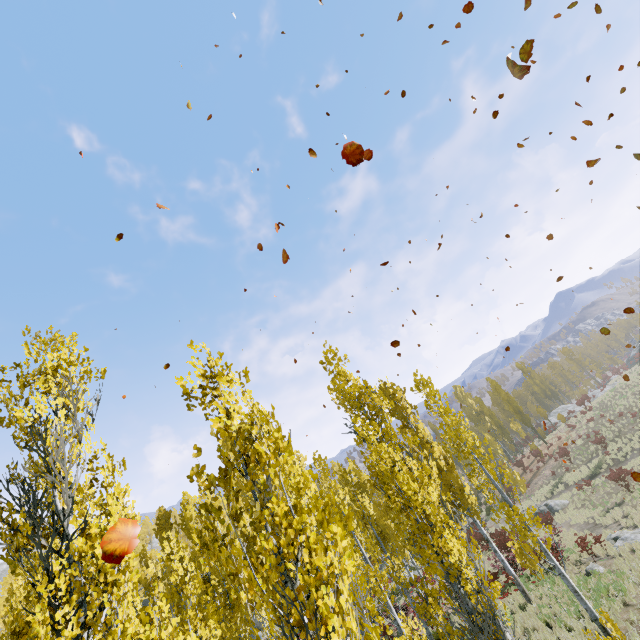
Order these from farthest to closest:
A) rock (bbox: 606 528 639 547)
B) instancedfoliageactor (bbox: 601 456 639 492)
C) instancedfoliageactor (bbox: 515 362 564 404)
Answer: instancedfoliageactor (bbox: 515 362 564 404), instancedfoliageactor (bbox: 601 456 639 492), rock (bbox: 606 528 639 547)

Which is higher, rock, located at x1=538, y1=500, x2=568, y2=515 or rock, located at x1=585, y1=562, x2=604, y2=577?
rock, located at x1=585, y1=562, x2=604, y2=577

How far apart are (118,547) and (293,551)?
1.44m

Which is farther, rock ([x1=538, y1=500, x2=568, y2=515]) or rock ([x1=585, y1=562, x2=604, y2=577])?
rock ([x1=538, y1=500, x2=568, y2=515])

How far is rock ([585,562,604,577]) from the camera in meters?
14.2

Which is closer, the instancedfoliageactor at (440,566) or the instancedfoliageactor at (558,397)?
the instancedfoliageactor at (440,566)

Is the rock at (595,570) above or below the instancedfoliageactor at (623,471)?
above
